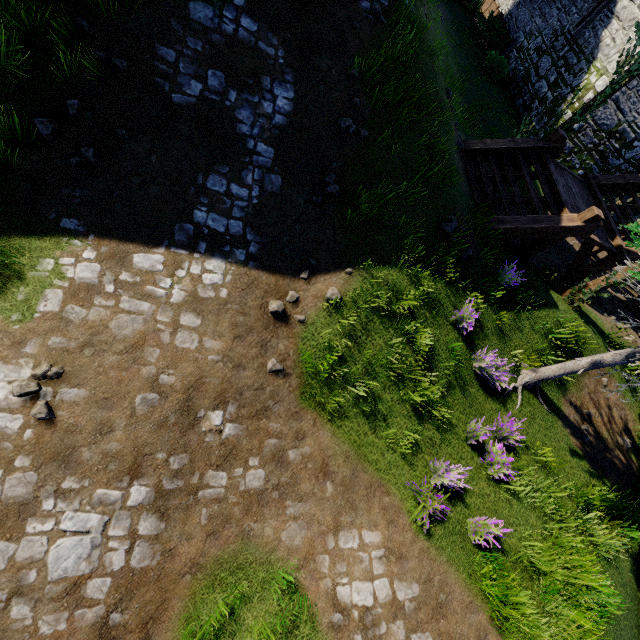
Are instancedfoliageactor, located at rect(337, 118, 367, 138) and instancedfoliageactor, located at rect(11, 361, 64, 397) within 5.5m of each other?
no

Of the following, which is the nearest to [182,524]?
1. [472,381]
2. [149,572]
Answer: [149,572]

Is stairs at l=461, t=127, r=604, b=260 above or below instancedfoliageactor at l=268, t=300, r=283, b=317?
above

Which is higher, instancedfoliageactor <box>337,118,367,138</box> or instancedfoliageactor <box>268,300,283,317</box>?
instancedfoliageactor <box>337,118,367,138</box>

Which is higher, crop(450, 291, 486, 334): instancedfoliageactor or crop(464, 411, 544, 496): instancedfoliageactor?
crop(450, 291, 486, 334): instancedfoliageactor

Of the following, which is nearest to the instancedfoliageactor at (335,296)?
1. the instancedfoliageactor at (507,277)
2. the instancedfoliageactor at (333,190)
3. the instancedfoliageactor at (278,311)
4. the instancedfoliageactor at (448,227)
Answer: the instancedfoliageactor at (278,311)

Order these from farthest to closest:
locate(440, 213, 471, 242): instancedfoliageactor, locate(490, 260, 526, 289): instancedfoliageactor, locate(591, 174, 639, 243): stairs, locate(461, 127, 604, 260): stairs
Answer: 1. locate(591, 174, 639, 243): stairs
2. locate(461, 127, 604, 260): stairs
3. locate(490, 260, 526, 289): instancedfoliageactor
4. locate(440, 213, 471, 242): instancedfoliageactor

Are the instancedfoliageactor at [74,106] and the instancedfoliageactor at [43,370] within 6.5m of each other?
yes
